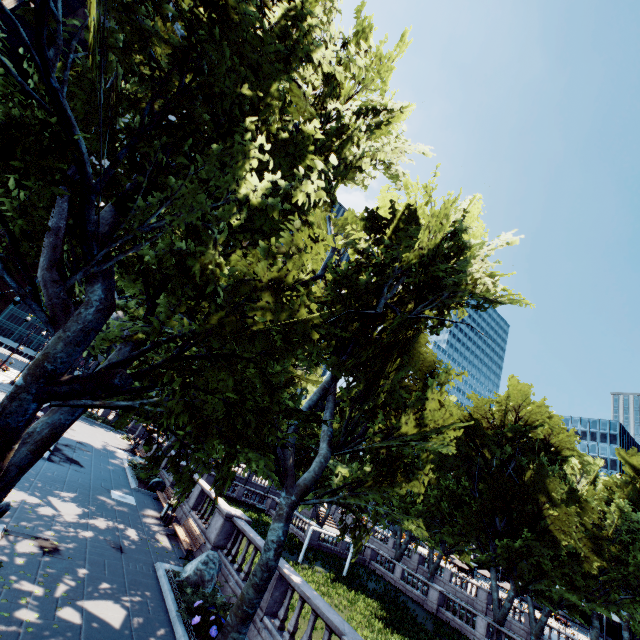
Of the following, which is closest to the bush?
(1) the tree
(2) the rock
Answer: (2) the rock

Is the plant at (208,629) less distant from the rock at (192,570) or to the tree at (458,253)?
the tree at (458,253)

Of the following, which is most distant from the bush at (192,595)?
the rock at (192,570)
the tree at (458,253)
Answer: the tree at (458,253)

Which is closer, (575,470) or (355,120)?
(355,120)

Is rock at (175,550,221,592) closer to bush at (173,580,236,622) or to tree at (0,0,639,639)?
bush at (173,580,236,622)

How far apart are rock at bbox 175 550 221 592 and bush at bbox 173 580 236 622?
0.03m

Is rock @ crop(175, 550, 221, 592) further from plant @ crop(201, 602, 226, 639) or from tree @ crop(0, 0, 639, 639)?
tree @ crop(0, 0, 639, 639)

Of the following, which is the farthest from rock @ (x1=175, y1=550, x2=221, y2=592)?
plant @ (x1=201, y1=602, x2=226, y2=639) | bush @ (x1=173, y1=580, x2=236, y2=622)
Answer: plant @ (x1=201, y1=602, x2=226, y2=639)
